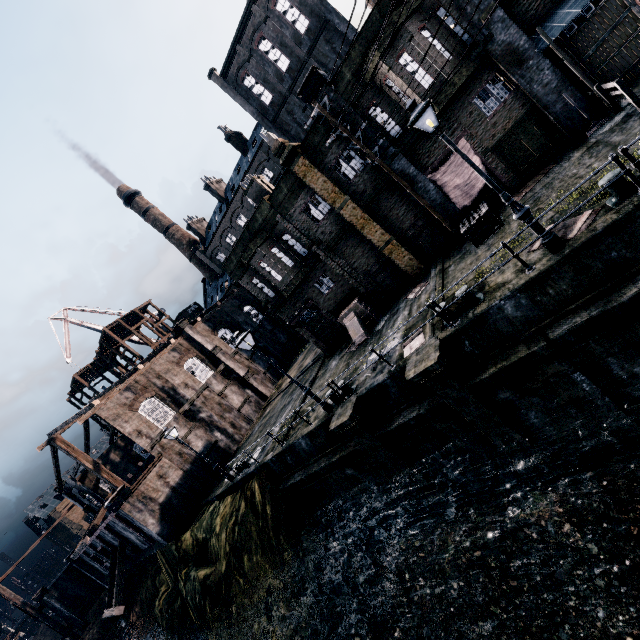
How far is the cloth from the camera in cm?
1595

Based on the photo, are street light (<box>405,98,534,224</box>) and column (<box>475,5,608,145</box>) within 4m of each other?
no

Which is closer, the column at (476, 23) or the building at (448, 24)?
the column at (476, 23)

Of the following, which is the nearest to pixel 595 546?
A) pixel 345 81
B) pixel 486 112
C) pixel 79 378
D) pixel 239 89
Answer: pixel 486 112

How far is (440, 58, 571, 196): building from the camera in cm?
1416

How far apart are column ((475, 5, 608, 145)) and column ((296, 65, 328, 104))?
4.6m

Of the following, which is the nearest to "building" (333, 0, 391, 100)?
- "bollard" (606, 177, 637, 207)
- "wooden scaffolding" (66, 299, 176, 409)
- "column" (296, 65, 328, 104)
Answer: "column" (296, 65, 328, 104)

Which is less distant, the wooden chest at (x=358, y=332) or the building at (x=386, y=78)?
the building at (x=386, y=78)
